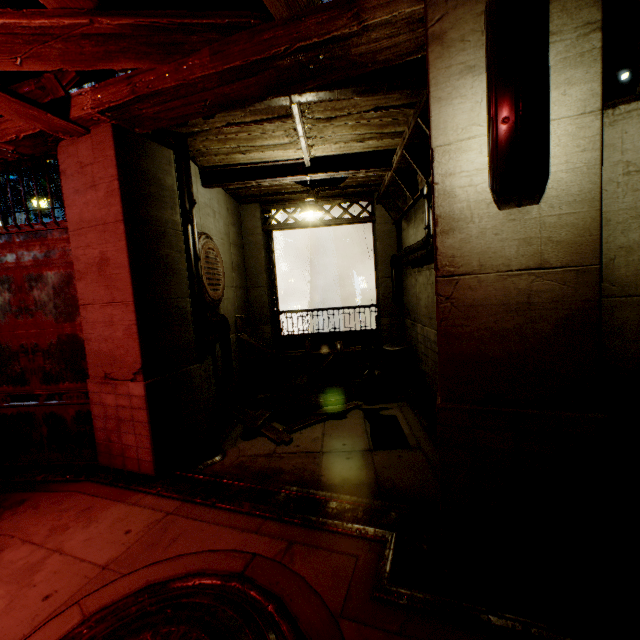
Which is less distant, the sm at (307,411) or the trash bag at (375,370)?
the sm at (307,411)

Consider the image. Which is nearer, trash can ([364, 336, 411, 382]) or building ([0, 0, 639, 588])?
building ([0, 0, 639, 588])

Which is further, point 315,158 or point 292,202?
point 292,202

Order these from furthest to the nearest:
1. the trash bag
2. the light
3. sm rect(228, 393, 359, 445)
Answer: the trash bag → the light → sm rect(228, 393, 359, 445)

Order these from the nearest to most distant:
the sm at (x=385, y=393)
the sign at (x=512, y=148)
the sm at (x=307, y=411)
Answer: the sign at (x=512, y=148) → the sm at (x=307, y=411) → the sm at (x=385, y=393)

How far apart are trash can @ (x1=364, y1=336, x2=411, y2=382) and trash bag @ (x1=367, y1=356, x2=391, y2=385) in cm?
11

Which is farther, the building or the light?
the light

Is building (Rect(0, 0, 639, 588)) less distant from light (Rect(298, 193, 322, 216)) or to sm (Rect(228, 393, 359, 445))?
sm (Rect(228, 393, 359, 445))
